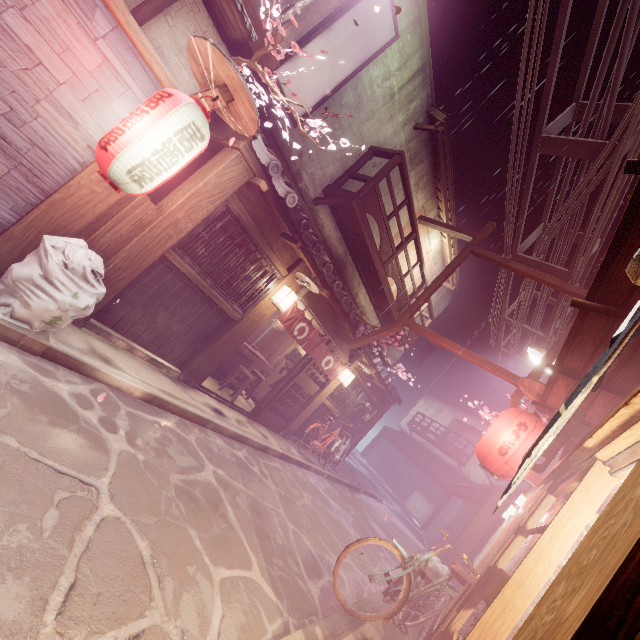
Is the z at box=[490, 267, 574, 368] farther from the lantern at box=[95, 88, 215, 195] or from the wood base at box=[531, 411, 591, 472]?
the lantern at box=[95, 88, 215, 195]

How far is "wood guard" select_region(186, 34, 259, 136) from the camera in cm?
544

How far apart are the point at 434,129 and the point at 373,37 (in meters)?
4.95

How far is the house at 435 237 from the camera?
19.7m

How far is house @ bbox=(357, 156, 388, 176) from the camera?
13.76m

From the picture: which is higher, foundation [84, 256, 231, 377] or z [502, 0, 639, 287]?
z [502, 0, 639, 287]

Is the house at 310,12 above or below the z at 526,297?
below

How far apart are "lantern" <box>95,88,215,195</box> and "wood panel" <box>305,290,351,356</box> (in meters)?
6.36
